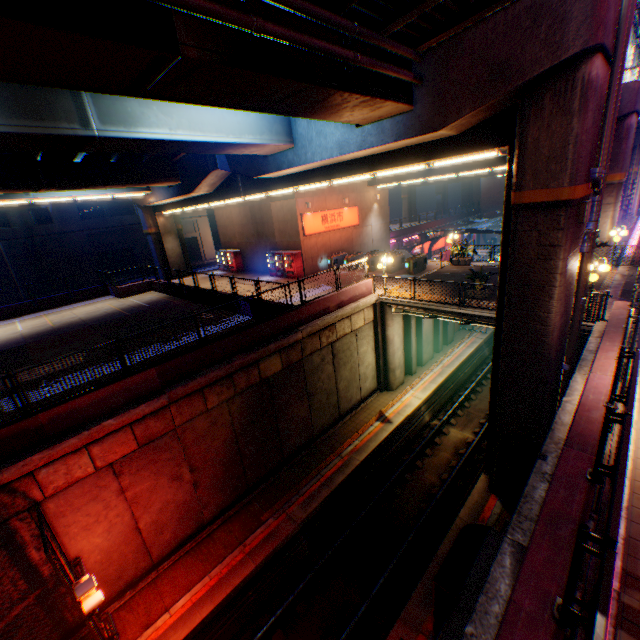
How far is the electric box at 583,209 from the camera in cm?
890

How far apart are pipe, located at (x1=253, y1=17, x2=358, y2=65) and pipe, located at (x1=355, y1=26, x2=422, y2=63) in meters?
0.3 m

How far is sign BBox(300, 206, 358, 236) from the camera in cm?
2439

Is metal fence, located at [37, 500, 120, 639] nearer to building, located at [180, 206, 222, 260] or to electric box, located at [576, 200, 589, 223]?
electric box, located at [576, 200, 589, 223]

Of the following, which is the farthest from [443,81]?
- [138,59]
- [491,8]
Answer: [138,59]

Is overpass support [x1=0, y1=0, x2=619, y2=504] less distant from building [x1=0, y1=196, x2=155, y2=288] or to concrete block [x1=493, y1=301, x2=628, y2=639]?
concrete block [x1=493, y1=301, x2=628, y2=639]

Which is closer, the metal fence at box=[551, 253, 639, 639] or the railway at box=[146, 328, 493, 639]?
the metal fence at box=[551, 253, 639, 639]

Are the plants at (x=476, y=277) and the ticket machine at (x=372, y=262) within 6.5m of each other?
no
